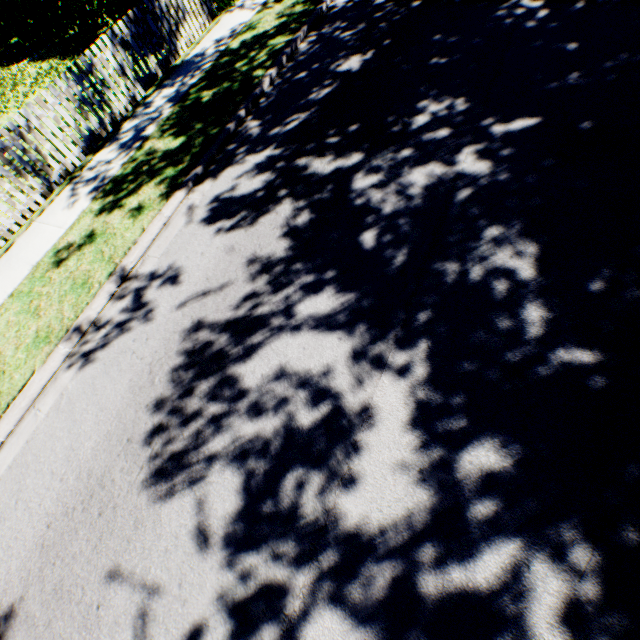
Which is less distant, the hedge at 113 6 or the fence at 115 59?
the fence at 115 59

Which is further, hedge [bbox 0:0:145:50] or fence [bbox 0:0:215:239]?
hedge [bbox 0:0:145:50]

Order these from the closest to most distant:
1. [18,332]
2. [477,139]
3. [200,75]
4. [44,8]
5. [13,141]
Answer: [477,139] < [18,332] < [13,141] < [200,75] < [44,8]
